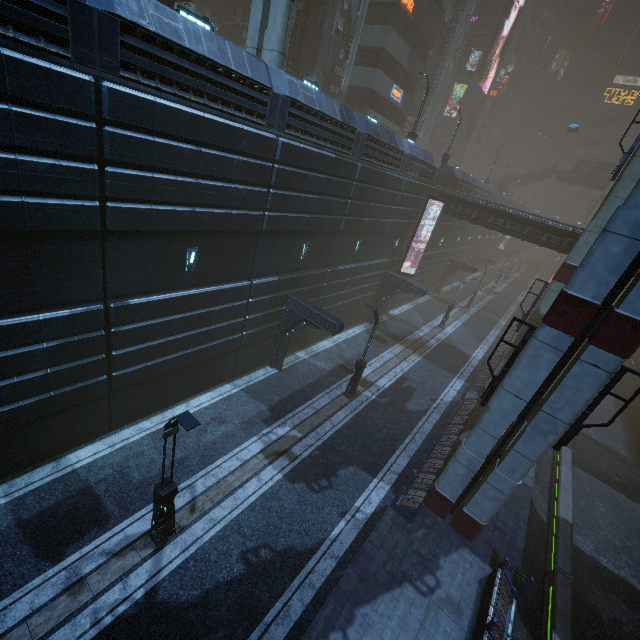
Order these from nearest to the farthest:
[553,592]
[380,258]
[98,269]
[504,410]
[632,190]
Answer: [632,190], [98,269], [504,410], [553,592], [380,258]

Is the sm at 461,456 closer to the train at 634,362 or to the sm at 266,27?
the sm at 266,27

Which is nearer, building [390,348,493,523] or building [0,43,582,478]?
building [0,43,582,478]

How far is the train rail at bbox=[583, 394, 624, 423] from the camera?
26.2m

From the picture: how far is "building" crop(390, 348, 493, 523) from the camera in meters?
12.9 m

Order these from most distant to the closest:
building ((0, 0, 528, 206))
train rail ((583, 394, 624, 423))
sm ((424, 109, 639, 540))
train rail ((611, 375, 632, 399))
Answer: train rail ((611, 375, 632, 399)) < train rail ((583, 394, 624, 423)) < sm ((424, 109, 639, 540)) < building ((0, 0, 528, 206))

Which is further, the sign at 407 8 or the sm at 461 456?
the sign at 407 8
